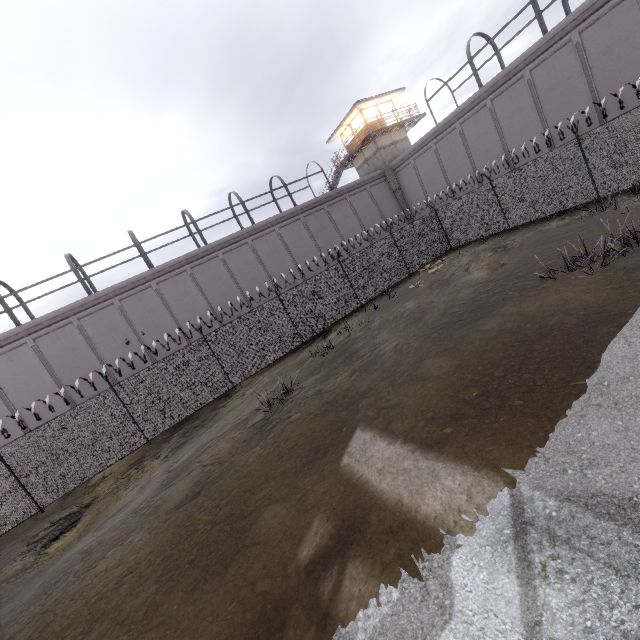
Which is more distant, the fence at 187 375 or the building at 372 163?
the building at 372 163

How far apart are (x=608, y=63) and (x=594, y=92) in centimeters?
118cm

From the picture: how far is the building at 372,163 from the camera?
29.66m

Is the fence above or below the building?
below

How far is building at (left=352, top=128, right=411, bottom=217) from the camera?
29.66m

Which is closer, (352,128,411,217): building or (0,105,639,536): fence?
(0,105,639,536): fence
